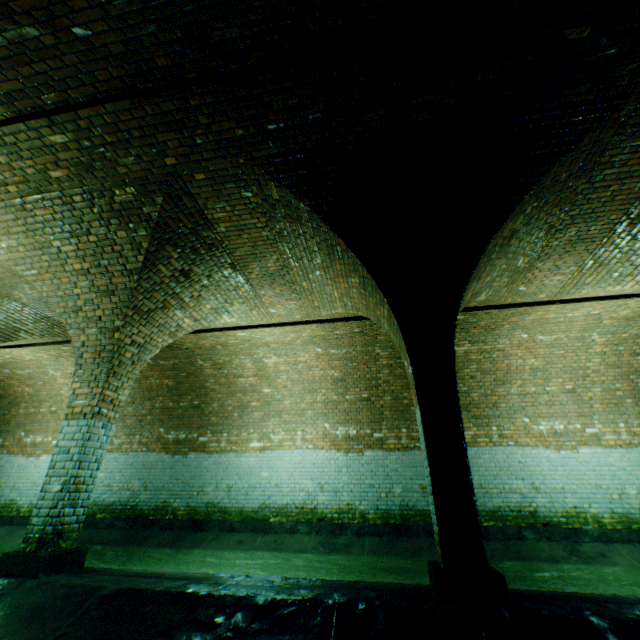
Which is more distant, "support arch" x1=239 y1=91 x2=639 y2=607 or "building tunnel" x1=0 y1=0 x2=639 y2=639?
"support arch" x1=239 y1=91 x2=639 y2=607

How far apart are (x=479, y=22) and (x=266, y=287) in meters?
4.6

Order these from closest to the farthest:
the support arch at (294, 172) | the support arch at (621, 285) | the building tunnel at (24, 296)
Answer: → the support arch at (294, 172), the support arch at (621, 285), the building tunnel at (24, 296)

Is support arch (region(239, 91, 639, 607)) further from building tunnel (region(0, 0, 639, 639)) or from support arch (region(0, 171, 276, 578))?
support arch (region(0, 171, 276, 578))

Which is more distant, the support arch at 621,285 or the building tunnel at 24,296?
the building tunnel at 24,296

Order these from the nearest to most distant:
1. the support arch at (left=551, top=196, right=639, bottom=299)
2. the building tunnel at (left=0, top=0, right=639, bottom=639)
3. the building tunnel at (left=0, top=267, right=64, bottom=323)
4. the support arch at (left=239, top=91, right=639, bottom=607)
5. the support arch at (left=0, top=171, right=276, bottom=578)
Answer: the building tunnel at (left=0, top=0, right=639, bottom=639) < the support arch at (left=239, top=91, right=639, bottom=607) < the support arch at (left=0, top=171, right=276, bottom=578) < the support arch at (left=551, top=196, right=639, bottom=299) < the building tunnel at (left=0, top=267, right=64, bottom=323)

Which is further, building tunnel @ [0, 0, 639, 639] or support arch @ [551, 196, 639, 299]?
support arch @ [551, 196, 639, 299]

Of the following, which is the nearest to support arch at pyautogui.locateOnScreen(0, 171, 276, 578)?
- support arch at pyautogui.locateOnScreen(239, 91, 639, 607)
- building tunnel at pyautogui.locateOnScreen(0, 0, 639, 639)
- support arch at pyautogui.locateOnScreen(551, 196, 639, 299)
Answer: building tunnel at pyautogui.locateOnScreen(0, 0, 639, 639)
